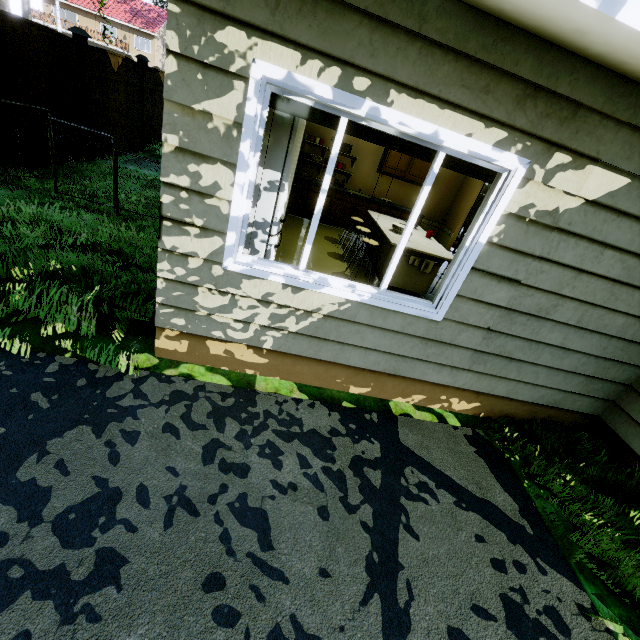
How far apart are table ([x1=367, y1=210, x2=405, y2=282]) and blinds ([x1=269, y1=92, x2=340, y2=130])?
2.1m

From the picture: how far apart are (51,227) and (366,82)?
4.76m

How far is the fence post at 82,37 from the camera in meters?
6.5

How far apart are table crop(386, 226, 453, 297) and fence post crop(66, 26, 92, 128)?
7.0 meters

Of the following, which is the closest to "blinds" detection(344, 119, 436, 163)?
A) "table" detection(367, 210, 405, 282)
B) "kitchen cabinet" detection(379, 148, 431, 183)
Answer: "kitchen cabinet" detection(379, 148, 431, 183)

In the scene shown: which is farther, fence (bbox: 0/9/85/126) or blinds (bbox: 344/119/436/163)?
fence (bbox: 0/9/85/126)

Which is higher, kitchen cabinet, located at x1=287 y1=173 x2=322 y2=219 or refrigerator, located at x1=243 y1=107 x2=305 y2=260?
refrigerator, located at x1=243 y1=107 x2=305 y2=260

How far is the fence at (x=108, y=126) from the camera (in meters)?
7.20
